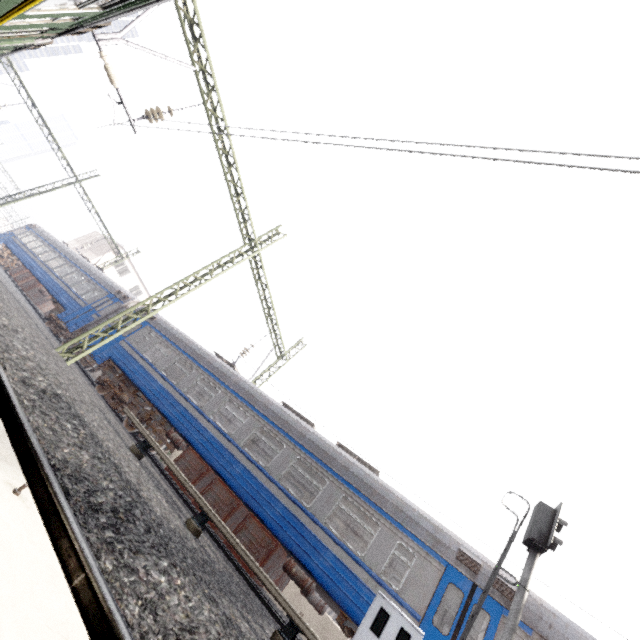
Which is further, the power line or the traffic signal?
the power line

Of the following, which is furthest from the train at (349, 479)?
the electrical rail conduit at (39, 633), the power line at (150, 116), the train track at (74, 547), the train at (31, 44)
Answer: the train at (31, 44)

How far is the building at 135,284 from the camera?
39.53m

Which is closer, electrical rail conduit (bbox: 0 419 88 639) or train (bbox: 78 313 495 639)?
electrical rail conduit (bbox: 0 419 88 639)

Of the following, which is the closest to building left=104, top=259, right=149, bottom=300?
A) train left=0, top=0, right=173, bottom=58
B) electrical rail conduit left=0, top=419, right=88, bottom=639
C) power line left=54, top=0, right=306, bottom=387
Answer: power line left=54, top=0, right=306, bottom=387

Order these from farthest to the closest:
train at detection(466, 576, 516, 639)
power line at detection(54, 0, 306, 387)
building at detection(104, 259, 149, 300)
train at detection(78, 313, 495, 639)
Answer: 1. building at detection(104, 259, 149, 300)
2. power line at detection(54, 0, 306, 387)
3. train at detection(78, 313, 495, 639)
4. train at detection(466, 576, 516, 639)

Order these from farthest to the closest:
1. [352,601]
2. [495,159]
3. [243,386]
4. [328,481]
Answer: [243,386]
[328,481]
[352,601]
[495,159]

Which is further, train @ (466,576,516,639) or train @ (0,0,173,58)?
train @ (466,576,516,639)
